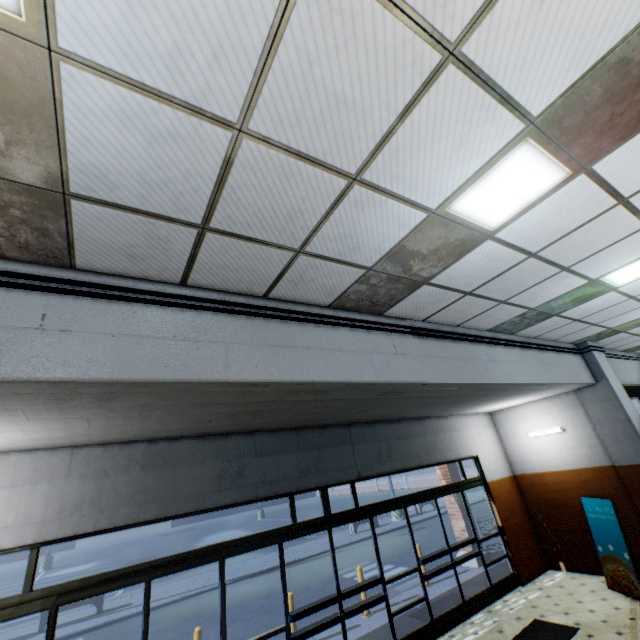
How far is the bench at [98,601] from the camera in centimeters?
1095cm

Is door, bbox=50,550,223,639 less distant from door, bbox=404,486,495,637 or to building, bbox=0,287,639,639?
building, bbox=0,287,639,639

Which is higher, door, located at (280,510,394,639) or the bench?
door, located at (280,510,394,639)

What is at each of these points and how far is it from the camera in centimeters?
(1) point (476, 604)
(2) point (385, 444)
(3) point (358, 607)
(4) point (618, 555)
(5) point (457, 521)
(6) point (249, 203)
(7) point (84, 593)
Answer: (1) door, 682cm
(2) building, 737cm
(3) door, 554cm
(4) sign, 657cm
(5) building, 1006cm
(6) building, 243cm
(7) door, 403cm

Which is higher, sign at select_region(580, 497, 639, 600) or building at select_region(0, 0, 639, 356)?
building at select_region(0, 0, 639, 356)

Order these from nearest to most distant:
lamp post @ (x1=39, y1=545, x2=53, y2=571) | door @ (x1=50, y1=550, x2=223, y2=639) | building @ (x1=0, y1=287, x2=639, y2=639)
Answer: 1. building @ (x1=0, y1=287, x2=639, y2=639)
2. door @ (x1=50, y1=550, x2=223, y2=639)
3. lamp post @ (x1=39, y1=545, x2=53, y2=571)

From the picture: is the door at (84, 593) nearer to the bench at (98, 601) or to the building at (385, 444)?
the building at (385, 444)

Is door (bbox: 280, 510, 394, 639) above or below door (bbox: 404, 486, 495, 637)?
above
